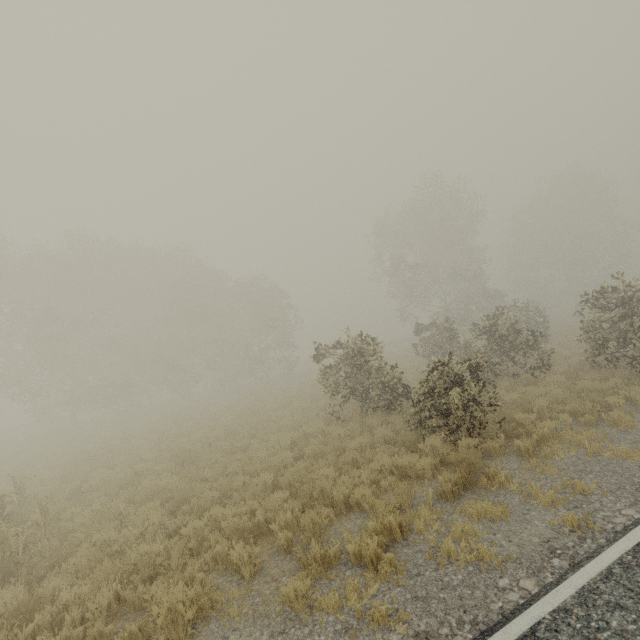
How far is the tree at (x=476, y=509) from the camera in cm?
466

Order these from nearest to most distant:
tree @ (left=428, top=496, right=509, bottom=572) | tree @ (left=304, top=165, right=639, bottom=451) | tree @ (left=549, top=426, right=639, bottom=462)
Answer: tree @ (left=428, top=496, right=509, bottom=572), tree @ (left=549, top=426, right=639, bottom=462), tree @ (left=304, top=165, right=639, bottom=451)

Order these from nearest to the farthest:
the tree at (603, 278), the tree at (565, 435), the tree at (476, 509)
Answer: the tree at (476, 509)
the tree at (565, 435)
the tree at (603, 278)

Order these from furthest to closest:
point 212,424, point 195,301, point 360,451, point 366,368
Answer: point 195,301 → point 212,424 → point 366,368 → point 360,451

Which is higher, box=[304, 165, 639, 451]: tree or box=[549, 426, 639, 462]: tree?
box=[304, 165, 639, 451]: tree

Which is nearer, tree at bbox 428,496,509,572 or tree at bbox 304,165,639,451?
tree at bbox 428,496,509,572
